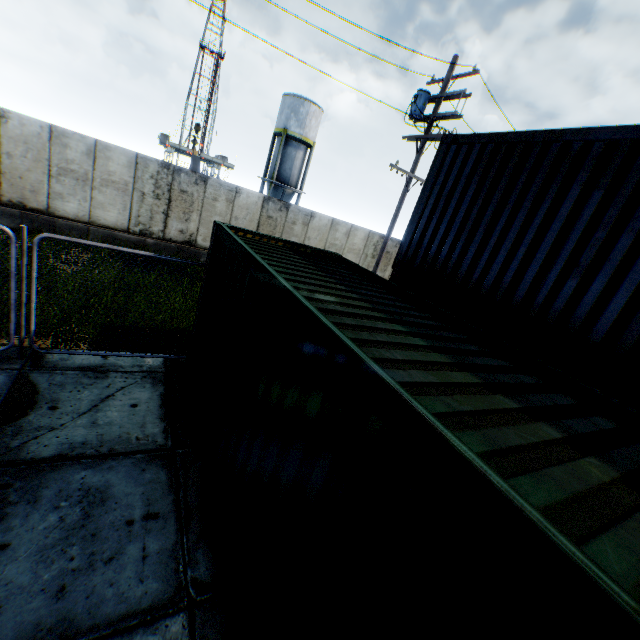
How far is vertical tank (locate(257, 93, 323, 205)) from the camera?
29.4m

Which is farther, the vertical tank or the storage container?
the vertical tank

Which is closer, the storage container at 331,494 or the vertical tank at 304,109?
the storage container at 331,494

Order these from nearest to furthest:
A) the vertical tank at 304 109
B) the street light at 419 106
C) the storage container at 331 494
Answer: the storage container at 331 494 → the street light at 419 106 → the vertical tank at 304 109

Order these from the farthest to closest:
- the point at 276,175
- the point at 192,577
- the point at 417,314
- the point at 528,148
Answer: the point at 276,175 < the point at 528,148 < the point at 417,314 < the point at 192,577

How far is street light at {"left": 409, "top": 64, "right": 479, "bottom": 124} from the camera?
10.4 meters

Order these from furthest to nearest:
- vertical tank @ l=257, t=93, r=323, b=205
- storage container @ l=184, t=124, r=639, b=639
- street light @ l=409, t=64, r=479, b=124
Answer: vertical tank @ l=257, t=93, r=323, b=205
street light @ l=409, t=64, r=479, b=124
storage container @ l=184, t=124, r=639, b=639

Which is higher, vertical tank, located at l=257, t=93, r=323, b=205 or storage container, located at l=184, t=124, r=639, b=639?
vertical tank, located at l=257, t=93, r=323, b=205
